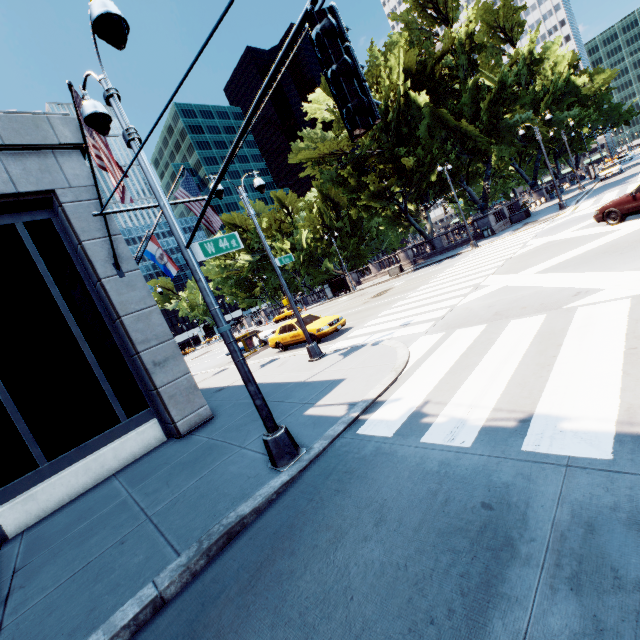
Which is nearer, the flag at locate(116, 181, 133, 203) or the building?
the flag at locate(116, 181, 133, 203)

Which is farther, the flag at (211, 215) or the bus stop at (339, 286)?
the bus stop at (339, 286)

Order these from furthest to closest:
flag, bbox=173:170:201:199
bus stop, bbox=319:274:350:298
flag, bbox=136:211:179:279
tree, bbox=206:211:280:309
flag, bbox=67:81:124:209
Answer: tree, bbox=206:211:280:309, bus stop, bbox=319:274:350:298, flag, bbox=173:170:201:199, flag, bbox=136:211:179:279, flag, bbox=67:81:124:209

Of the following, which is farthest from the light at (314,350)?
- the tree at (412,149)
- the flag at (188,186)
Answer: the tree at (412,149)

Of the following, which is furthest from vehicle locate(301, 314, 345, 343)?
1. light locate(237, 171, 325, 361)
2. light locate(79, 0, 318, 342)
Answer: light locate(79, 0, 318, 342)

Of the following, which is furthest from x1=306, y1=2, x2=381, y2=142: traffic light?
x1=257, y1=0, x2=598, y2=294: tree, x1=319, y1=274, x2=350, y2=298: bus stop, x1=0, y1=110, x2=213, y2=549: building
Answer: x1=319, y1=274, x2=350, y2=298: bus stop

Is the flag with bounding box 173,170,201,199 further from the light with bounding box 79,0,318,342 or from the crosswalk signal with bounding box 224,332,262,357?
the crosswalk signal with bounding box 224,332,262,357

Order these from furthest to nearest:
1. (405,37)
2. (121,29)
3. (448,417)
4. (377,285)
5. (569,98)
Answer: (569,98) → (377,285) → (405,37) → (448,417) → (121,29)
